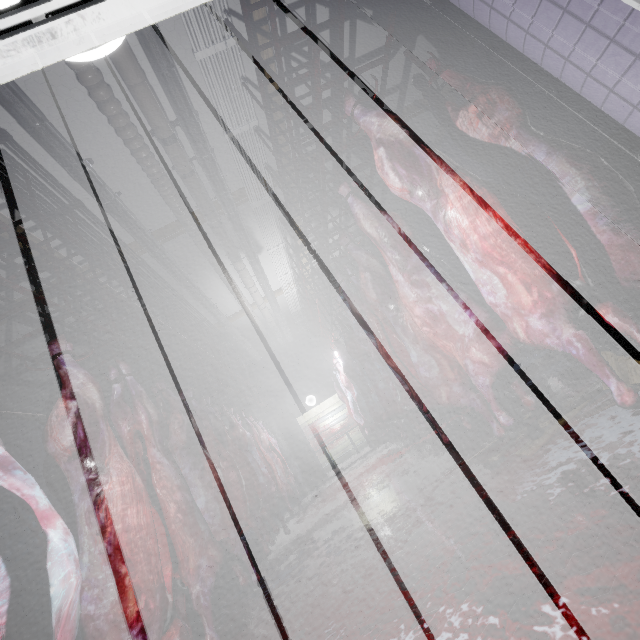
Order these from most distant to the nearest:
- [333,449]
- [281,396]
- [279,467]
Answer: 1. [333,449]
2. [281,396]
3. [279,467]

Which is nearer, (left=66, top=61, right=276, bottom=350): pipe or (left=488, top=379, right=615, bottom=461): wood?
(left=488, top=379, right=615, bottom=461): wood

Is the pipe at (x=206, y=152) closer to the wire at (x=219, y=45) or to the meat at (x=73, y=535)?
the wire at (x=219, y=45)

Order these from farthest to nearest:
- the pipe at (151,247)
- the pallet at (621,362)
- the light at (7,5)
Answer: the pipe at (151,247), the pallet at (621,362), the light at (7,5)

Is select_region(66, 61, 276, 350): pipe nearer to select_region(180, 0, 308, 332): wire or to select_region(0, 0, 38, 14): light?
select_region(180, 0, 308, 332): wire

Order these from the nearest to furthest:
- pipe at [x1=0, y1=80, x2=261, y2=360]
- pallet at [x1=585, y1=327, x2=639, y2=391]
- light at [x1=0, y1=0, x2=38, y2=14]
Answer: light at [x1=0, y1=0, x2=38, y2=14], pallet at [x1=585, y1=327, x2=639, y2=391], pipe at [x1=0, y1=80, x2=261, y2=360]

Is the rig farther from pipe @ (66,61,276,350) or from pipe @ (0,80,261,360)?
pipe @ (0,80,261,360)

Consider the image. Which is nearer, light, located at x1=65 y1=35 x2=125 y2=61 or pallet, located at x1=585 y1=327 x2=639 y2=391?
light, located at x1=65 y1=35 x2=125 y2=61
